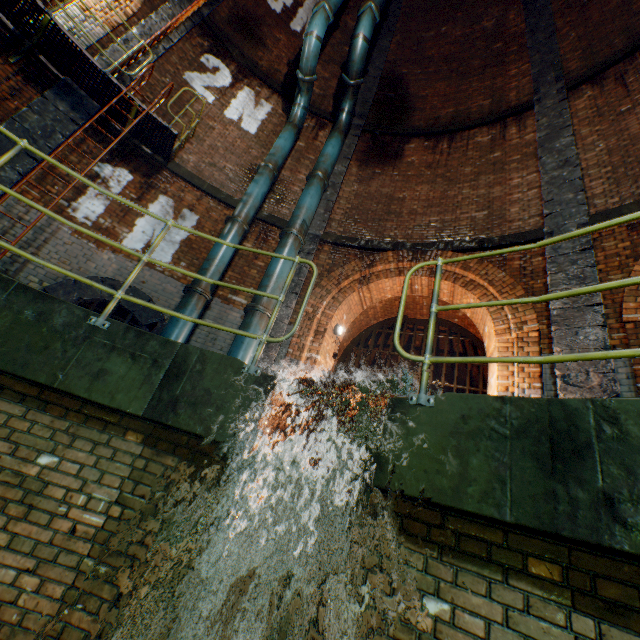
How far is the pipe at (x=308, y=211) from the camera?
7.6m

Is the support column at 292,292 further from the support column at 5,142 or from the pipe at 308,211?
the support column at 5,142

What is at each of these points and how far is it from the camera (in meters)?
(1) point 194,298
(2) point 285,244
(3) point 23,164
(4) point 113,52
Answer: (1) pipe, 6.21
(2) pipe, 7.22
(3) support column, 5.63
(4) support column, 7.02

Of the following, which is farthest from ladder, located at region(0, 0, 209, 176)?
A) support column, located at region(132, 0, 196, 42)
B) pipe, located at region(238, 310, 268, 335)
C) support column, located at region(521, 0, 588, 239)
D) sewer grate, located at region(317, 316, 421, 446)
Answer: support column, located at region(521, 0, 588, 239)

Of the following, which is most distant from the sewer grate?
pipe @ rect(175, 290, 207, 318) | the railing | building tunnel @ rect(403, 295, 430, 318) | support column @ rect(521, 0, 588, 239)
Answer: the railing

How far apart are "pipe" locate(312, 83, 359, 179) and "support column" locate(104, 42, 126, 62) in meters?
4.1 m

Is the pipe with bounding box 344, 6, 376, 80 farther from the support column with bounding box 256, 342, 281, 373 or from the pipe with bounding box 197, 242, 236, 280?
the pipe with bounding box 197, 242, 236, 280

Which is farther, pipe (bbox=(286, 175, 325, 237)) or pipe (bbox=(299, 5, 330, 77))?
pipe (bbox=(299, 5, 330, 77))
